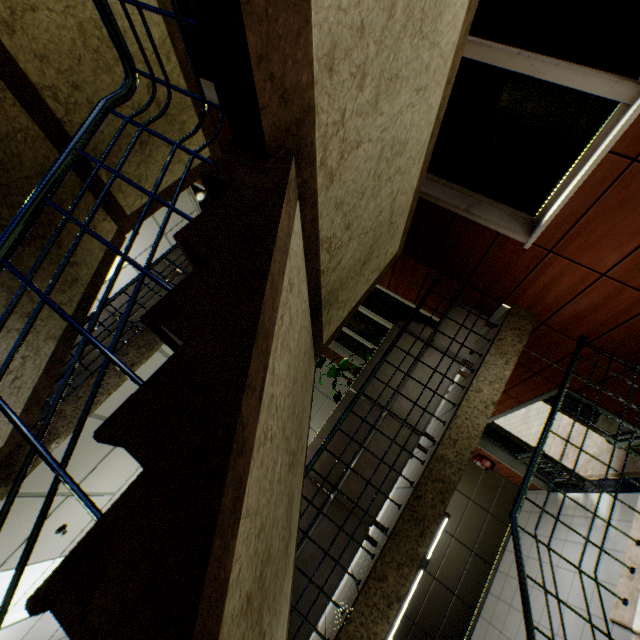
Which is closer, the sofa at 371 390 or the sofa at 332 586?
the sofa at 332 586

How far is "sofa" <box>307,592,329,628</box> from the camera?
2.9 meters

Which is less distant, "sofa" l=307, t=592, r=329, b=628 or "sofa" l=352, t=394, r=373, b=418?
"sofa" l=307, t=592, r=329, b=628

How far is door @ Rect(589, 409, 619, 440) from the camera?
4.8m

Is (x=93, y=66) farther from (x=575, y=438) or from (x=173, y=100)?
(x=575, y=438)

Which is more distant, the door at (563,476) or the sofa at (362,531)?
the door at (563,476)

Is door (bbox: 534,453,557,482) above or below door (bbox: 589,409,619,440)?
below

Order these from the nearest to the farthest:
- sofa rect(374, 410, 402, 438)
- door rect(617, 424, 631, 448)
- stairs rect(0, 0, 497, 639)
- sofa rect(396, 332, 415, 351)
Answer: stairs rect(0, 0, 497, 639), sofa rect(374, 410, 402, 438), sofa rect(396, 332, 415, 351), door rect(617, 424, 631, 448)
